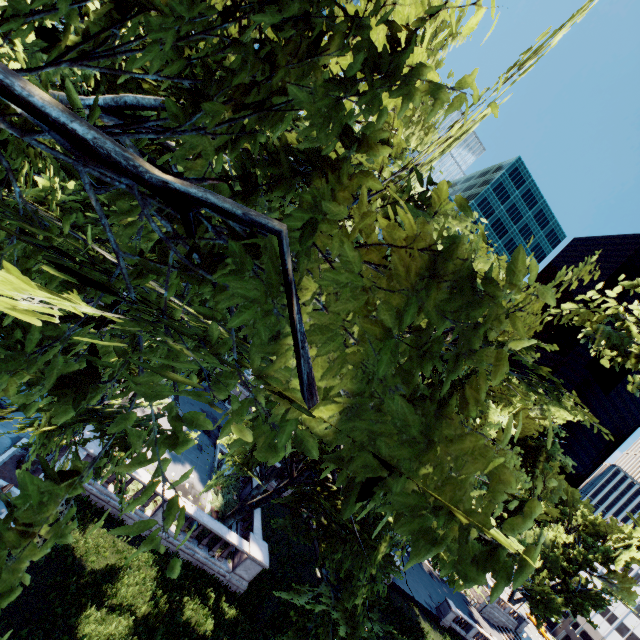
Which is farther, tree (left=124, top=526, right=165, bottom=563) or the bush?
the bush

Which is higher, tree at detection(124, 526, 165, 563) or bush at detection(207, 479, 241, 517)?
tree at detection(124, 526, 165, 563)

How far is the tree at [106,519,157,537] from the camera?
2.0m

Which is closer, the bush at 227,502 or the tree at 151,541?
the tree at 151,541

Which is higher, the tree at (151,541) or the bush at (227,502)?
the tree at (151,541)

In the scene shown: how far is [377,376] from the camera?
2.1 meters

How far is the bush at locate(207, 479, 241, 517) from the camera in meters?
20.0 m
